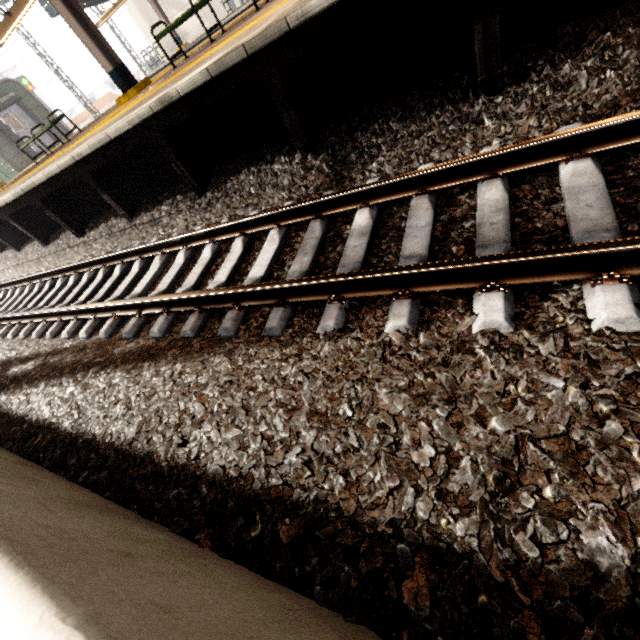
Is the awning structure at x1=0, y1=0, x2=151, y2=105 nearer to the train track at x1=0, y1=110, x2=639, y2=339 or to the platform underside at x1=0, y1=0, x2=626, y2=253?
the platform underside at x1=0, y1=0, x2=626, y2=253

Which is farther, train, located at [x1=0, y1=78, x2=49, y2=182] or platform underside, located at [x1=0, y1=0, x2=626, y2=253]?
train, located at [x1=0, y1=78, x2=49, y2=182]

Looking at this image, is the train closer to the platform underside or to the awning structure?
the awning structure

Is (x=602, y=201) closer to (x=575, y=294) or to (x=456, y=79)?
(x=575, y=294)

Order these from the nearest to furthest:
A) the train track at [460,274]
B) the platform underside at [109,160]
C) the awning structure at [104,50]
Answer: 1. the train track at [460,274]
2. the platform underside at [109,160]
3. the awning structure at [104,50]

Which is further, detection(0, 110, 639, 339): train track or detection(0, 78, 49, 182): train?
detection(0, 78, 49, 182): train

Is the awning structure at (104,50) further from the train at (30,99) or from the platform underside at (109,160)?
the platform underside at (109,160)

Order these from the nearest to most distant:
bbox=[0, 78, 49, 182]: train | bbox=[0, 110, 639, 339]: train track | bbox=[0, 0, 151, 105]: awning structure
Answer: bbox=[0, 110, 639, 339]: train track → bbox=[0, 0, 151, 105]: awning structure → bbox=[0, 78, 49, 182]: train
